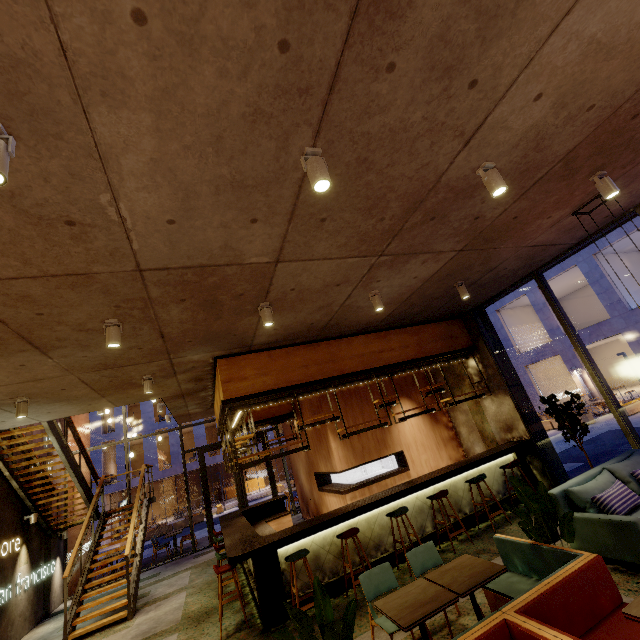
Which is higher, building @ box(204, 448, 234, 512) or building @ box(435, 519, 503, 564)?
building @ box(204, 448, 234, 512)

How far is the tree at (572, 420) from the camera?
6.1m

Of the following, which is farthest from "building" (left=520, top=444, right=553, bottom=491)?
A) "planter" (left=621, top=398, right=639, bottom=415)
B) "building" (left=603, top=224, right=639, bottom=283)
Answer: "building" (left=603, top=224, right=639, bottom=283)

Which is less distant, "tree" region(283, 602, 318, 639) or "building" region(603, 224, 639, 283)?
"tree" region(283, 602, 318, 639)

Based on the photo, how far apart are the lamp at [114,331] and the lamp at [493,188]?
4.62m

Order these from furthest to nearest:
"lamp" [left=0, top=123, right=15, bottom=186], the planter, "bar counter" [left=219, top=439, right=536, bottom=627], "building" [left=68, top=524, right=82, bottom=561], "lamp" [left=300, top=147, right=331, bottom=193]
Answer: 1. the planter
2. "building" [left=68, top=524, right=82, bottom=561]
3. "bar counter" [left=219, top=439, right=536, bottom=627]
4. "lamp" [left=300, top=147, right=331, bottom=193]
5. "lamp" [left=0, top=123, right=15, bottom=186]

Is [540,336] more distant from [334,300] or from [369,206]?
[369,206]

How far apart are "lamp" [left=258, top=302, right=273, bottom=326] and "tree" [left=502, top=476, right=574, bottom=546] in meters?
3.8
